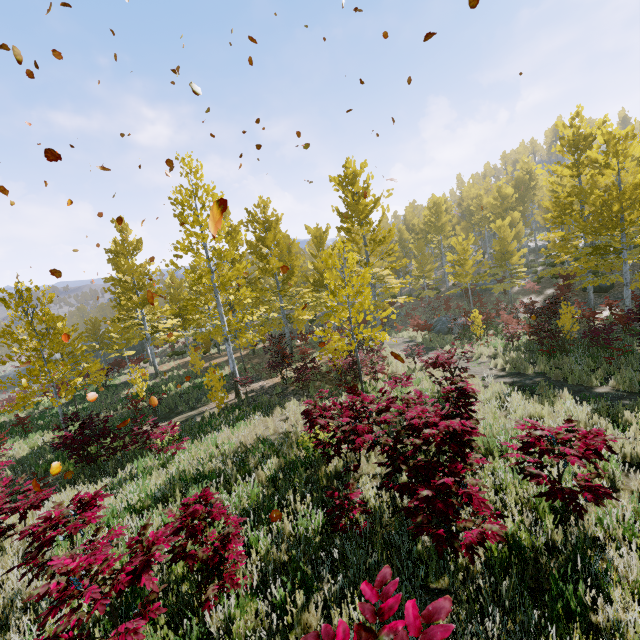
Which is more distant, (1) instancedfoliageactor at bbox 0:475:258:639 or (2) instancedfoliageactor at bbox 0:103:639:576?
(2) instancedfoliageactor at bbox 0:103:639:576

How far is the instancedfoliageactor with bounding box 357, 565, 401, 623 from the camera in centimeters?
98cm

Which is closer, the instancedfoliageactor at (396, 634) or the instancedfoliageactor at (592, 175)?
the instancedfoliageactor at (396, 634)

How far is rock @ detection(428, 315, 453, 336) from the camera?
20.38m

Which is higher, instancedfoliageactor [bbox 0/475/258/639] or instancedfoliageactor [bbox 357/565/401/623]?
instancedfoliageactor [bbox 357/565/401/623]

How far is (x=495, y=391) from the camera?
8.6 meters

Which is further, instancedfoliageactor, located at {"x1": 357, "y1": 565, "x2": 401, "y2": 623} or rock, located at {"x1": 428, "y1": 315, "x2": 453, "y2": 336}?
rock, located at {"x1": 428, "y1": 315, "x2": 453, "y2": 336}

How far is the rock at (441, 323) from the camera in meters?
20.4
